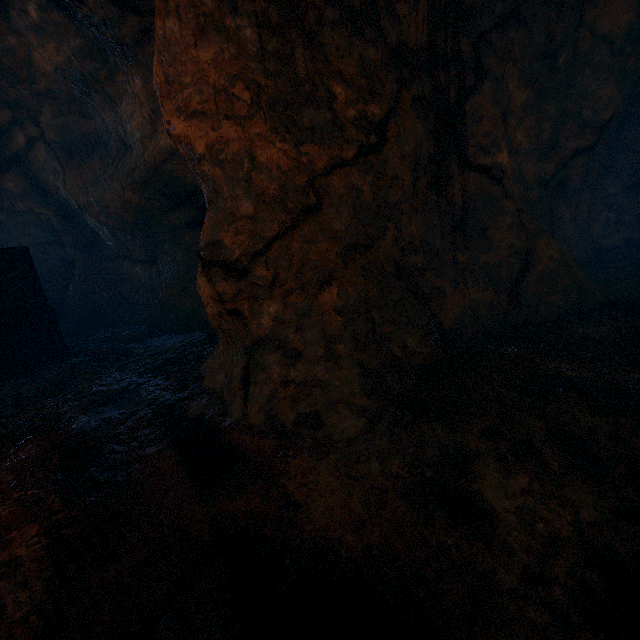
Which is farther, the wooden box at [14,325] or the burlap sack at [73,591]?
the wooden box at [14,325]

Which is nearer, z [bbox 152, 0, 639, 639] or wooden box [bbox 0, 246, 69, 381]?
z [bbox 152, 0, 639, 639]

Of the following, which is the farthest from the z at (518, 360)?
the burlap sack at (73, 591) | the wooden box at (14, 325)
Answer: the wooden box at (14, 325)

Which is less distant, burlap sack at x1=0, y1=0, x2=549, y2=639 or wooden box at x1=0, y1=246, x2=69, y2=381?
burlap sack at x1=0, y1=0, x2=549, y2=639

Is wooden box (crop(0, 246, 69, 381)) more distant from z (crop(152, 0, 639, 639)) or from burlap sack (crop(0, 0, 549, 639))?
z (crop(152, 0, 639, 639))

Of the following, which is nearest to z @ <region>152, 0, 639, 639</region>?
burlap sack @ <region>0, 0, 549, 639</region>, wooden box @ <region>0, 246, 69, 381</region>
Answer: burlap sack @ <region>0, 0, 549, 639</region>

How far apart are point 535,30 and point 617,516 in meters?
5.2
